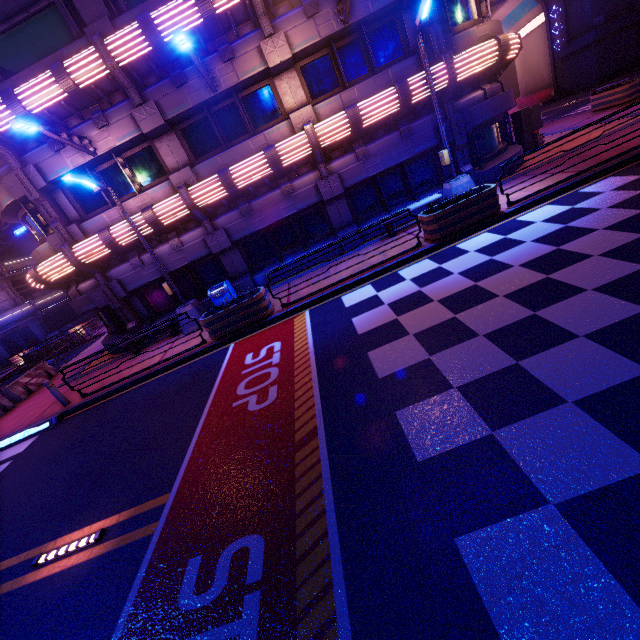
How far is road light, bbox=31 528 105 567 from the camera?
4.87m

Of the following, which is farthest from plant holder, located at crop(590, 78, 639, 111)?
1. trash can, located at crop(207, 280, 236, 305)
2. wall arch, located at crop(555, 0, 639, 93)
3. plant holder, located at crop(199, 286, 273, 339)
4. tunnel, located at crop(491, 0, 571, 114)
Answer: trash can, located at crop(207, 280, 236, 305)

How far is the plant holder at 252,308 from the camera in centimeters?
999cm

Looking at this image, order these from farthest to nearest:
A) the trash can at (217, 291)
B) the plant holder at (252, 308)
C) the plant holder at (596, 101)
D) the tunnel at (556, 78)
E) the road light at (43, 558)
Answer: the tunnel at (556, 78)
the plant holder at (596, 101)
the trash can at (217, 291)
the plant holder at (252, 308)
the road light at (43, 558)

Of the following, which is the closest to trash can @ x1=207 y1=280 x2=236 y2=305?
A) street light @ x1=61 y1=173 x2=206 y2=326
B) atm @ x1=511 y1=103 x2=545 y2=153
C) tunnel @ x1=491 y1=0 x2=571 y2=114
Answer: street light @ x1=61 y1=173 x2=206 y2=326

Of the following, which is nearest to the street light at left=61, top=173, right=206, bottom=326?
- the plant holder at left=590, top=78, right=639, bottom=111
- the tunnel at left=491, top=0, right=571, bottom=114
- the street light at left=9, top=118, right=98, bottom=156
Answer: the street light at left=9, top=118, right=98, bottom=156

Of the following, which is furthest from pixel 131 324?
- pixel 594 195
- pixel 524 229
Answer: pixel 594 195

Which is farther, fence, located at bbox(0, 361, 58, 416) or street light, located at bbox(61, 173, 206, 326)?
fence, located at bbox(0, 361, 58, 416)
